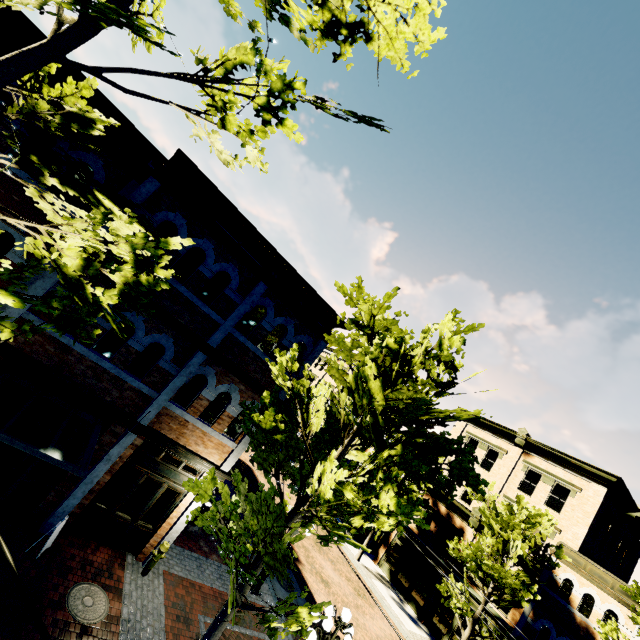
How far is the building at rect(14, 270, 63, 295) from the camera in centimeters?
763cm

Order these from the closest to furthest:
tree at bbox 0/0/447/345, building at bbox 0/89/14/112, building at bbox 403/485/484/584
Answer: tree at bbox 0/0/447/345 → building at bbox 0/89/14/112 → building at bbox 403/485/484/584

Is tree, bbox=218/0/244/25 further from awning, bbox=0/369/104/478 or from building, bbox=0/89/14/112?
awning, bbox=0/369/104/478

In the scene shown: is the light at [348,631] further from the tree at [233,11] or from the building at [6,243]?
the building at [6,243]

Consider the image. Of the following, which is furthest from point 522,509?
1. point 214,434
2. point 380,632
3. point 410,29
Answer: point 410,29

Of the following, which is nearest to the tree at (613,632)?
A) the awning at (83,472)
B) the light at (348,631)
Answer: the light at (348,631)

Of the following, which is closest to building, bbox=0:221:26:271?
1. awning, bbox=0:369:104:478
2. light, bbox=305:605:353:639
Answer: light, bbox=305:605:353:639
